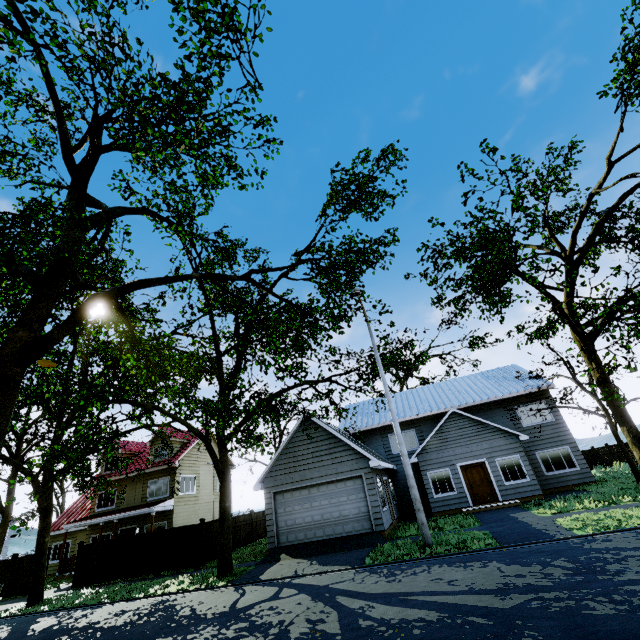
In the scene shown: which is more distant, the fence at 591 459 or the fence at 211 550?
the fence at 591 459

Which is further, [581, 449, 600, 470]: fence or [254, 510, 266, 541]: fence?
[581, 449, 600, 470]: fence

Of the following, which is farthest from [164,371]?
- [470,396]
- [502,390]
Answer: [502,390]

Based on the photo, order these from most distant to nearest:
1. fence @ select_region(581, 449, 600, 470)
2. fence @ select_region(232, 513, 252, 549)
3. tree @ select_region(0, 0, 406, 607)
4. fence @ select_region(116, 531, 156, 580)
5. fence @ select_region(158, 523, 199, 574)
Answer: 1. fence @ select_region(581, 449, 600, 470)
2. fence @ select_region(232, 513, 252, 549)
3. fence @ select_region(116, 531, 156, 580)
4. fence @ select_region(158, 523, 199, 574)
5. tree @ select_region(0, 0, 406, 607)

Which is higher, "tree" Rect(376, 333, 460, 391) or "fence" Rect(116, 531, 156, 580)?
"tree" Rect(376, 333, 460, 391)

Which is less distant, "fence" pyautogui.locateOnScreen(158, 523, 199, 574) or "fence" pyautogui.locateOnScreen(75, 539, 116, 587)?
"fence" pyautogui.locateOnScreen(158, 523, 199, 574)

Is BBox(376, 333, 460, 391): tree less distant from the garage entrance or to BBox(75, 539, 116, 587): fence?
BBox(75, 539, 116, 587): fence

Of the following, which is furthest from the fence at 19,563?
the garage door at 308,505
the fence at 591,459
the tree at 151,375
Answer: the fence at 591,459
